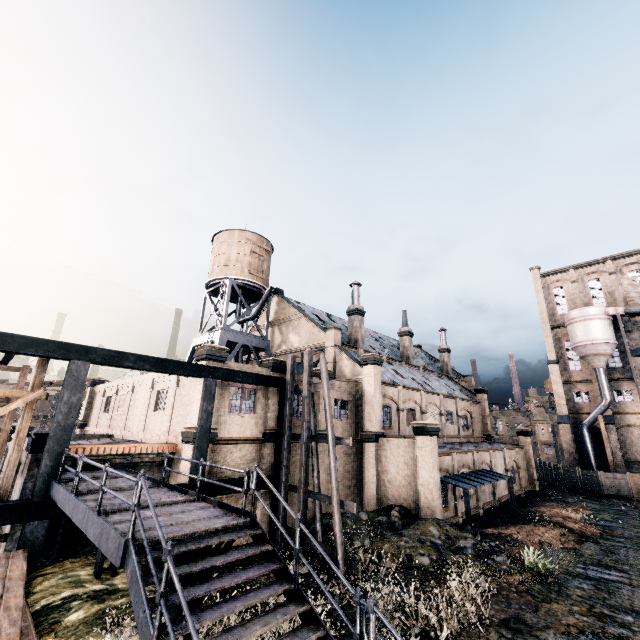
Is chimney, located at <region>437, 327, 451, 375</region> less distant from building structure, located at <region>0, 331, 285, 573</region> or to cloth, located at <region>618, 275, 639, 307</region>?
cloth, located at <region>618, 275, 639, 307</region>

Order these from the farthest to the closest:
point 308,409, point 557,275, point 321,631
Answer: point 557,275 < point 308,409 < point 321,631

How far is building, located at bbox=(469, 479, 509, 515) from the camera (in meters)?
26.77

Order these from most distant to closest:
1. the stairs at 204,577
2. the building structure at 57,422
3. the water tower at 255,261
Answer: the water tower at 255,261
the building structure at 57,422
the stairs at 204,577

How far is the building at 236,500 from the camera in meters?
17.7

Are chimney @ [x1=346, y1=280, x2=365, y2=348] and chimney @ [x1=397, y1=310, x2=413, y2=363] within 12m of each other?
yes

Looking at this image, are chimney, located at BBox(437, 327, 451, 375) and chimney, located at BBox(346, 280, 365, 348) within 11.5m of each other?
no
